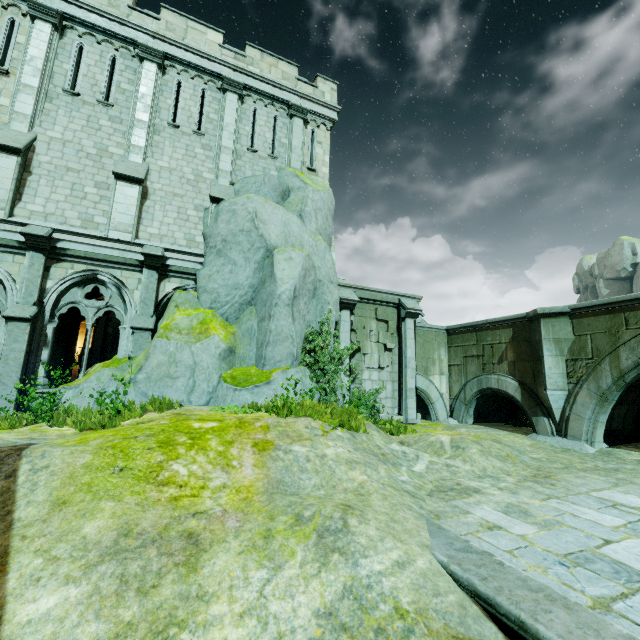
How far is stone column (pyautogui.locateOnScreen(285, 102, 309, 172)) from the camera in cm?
1485

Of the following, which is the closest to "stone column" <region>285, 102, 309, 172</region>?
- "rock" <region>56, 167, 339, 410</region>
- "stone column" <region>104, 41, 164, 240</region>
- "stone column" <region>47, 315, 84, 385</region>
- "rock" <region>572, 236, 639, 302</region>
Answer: "rock" <region>56, 167, 339, 410</region>

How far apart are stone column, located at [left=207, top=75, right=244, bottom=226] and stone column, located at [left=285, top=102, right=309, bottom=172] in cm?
202

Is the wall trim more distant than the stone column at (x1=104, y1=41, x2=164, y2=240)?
No

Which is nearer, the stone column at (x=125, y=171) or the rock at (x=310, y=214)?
the rock at (x=310, y=214)

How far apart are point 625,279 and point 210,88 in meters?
50.0

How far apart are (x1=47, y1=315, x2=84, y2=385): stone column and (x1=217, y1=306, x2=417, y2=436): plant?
9.3 meters

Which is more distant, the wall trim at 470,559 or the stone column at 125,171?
the stone column at 125,171
